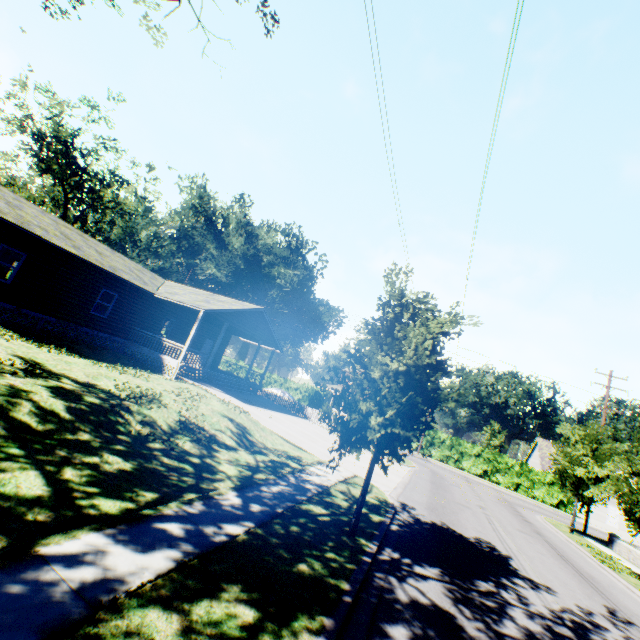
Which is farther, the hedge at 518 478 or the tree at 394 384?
the hedge at 518 478

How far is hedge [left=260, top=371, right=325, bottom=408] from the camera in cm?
4606

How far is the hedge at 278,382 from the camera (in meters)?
46.06

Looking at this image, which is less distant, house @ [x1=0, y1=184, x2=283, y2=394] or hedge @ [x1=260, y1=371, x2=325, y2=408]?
house @ [x1=0, y1=184, x2=283, y2=394]

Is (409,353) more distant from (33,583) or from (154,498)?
(33,583)

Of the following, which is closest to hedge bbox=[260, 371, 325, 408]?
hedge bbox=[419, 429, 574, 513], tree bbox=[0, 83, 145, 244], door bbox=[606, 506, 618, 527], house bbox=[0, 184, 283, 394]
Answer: tree bbox=[0, 83, 145, 244]

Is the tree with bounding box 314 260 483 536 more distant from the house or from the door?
the door

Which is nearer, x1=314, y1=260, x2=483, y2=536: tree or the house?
x1=314, y1=260, x2=483, y2=536: tree
